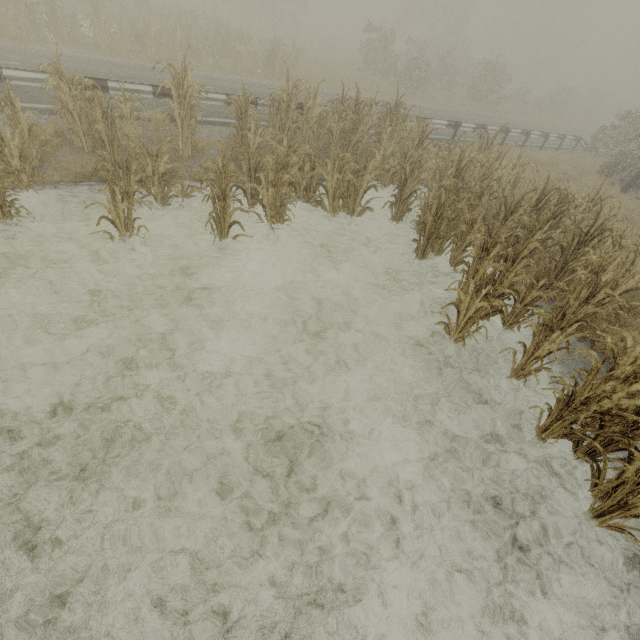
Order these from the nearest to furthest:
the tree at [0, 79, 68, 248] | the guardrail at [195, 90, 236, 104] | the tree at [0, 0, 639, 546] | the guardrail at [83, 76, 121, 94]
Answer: the tree at [0, 0, 639, 546], the tree at [0, 79, 68, 248], the guardrail at [83, 76, 121, 94], the guardrail at [195, 90, 236, 104]

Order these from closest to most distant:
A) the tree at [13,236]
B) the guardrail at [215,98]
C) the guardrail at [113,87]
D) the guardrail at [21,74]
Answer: the tree at [13,236] → the guardrail at [21,74] → the guardrail at [113,87] → the guardrail at [215,98]

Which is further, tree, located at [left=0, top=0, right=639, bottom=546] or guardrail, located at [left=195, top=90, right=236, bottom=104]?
guardrail, located at [left=195, top=90, right=236, bottom=104]

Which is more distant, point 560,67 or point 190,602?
point 560,67

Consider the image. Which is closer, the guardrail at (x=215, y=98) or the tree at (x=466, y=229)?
the tree at (x=466, y=229)

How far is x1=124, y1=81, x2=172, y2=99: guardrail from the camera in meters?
8.4
